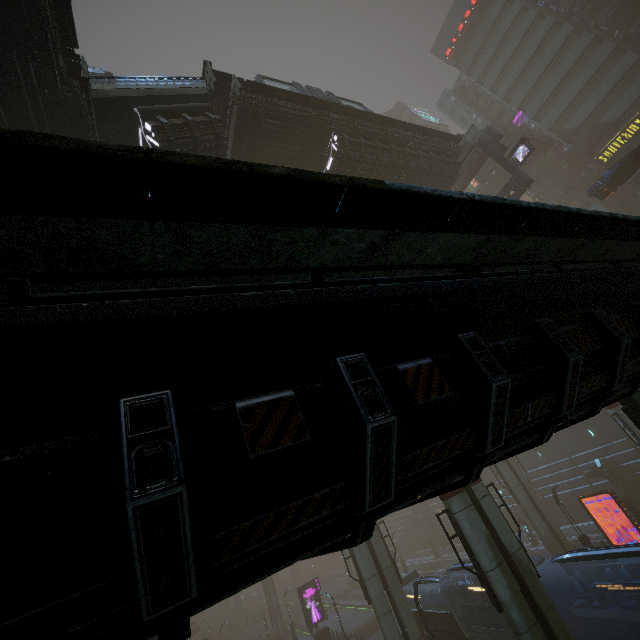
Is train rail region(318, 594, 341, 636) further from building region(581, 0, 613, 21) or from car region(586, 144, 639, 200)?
car region(586, 144, 639, 200)

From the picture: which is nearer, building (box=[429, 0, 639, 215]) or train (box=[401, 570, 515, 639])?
train (box=[401, 570, 515, 639])

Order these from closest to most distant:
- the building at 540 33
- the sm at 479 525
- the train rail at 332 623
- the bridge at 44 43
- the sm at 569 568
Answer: the bridge at 44 43
the sm at 479 525
the sm at 569 568
the building at 540 33
the train rail at 332 623

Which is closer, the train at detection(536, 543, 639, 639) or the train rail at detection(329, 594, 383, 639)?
the train at detection(536, 543, 639, 639)

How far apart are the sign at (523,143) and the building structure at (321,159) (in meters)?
16.33

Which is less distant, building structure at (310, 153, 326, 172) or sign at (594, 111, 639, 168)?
building structure at (310, 153, 326, 172)

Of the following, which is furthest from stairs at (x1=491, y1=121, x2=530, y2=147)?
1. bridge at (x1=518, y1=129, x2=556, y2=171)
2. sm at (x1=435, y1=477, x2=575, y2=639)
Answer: sm at (x1=435, y1=477, x2=575, y2=639)

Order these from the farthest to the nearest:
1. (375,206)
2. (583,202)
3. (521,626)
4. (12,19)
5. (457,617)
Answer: (583,202) → (457,617) → (521,626) → (12,19) → (375,206)
